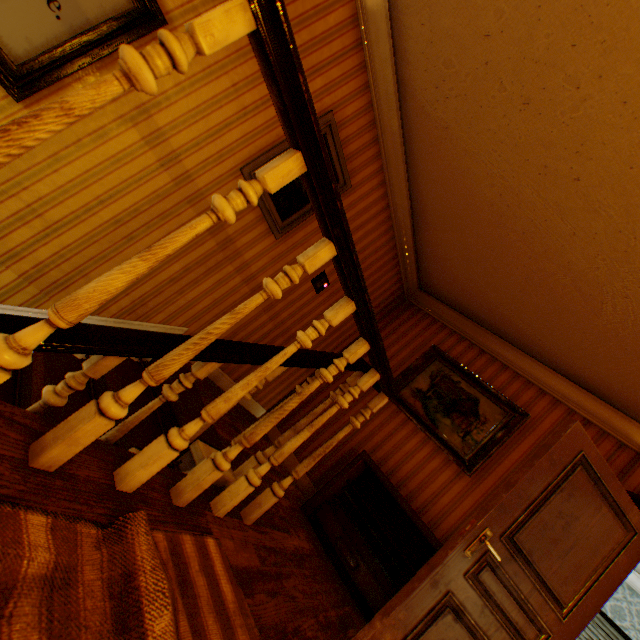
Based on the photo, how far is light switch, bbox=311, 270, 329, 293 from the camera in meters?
3.9 m

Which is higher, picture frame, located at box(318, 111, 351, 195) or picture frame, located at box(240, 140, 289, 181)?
picture frame, located at box(318, 111, 351, 195)

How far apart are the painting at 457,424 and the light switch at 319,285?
1.55m

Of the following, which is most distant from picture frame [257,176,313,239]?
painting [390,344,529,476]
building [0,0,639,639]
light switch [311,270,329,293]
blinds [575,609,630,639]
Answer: blinds [575,609,630,639]

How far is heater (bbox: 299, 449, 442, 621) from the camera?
2.82m

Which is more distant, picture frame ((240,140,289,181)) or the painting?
the painting

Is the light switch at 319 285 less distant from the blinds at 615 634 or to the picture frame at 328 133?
the picture frame at 328 133

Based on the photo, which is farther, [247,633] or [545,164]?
[545,164]
